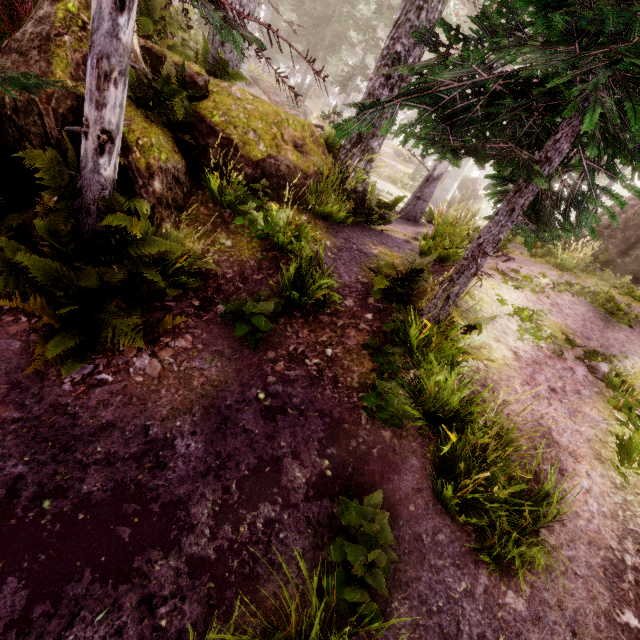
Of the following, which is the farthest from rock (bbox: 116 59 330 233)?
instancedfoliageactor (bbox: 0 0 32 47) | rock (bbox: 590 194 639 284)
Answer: rock (bbox: 590 194 639 284)

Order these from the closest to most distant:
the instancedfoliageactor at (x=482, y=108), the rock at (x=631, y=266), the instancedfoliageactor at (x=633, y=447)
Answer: the instancedfoliageactor at (x=482, y=108)
the instancedfoliageactor at (x=633, y=447)
the rock at (x=631, y=266)

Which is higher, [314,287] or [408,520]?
[314,287]

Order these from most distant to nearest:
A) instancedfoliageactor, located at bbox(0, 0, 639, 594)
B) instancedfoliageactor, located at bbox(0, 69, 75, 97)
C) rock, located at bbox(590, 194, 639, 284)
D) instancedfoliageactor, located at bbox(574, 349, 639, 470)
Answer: rock, located at bbox(590, 194, 639, 284) < instancedfoliageactor, located at bbox(574, 349, 639, 470) < instancedfoliageactor, located at bbox(0, 0, 639, 594) < instancedfoliageactor, located at bbox(0, 69, 75, 97)

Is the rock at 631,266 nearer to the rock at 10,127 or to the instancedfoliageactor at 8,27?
the instancedfoliageactor at 8,27

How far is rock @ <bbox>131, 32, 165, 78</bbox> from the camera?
5.37m
